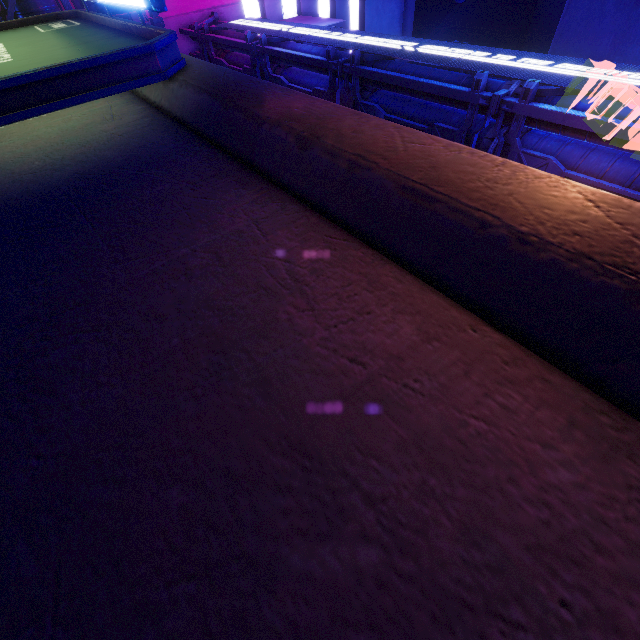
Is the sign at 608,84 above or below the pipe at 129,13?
above

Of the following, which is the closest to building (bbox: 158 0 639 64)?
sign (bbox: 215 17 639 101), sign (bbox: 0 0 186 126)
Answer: sign (bbox: 215 17 639 101)

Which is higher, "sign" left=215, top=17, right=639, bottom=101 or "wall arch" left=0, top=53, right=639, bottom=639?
"sign" left=215, top=17, right=639, bottom=101

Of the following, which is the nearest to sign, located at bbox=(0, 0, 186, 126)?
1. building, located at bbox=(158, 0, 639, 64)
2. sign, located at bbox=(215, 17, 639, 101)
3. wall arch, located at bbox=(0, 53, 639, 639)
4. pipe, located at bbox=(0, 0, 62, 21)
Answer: wall arch, located at bbox=(0, 53, 639, 639)

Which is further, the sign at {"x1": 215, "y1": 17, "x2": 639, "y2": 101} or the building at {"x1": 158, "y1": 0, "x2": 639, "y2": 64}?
the building at {"x1": 158, "y1": 0, "x2": 639, "y2": 64}

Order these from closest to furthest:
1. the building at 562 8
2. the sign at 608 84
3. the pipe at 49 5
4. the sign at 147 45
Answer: the sign at 147 45
the sign at 608 84
the pipe at 49 5
the building at 562 8

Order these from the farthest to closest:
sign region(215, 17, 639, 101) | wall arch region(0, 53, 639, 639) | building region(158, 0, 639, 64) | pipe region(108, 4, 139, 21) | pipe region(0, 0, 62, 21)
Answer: building region(158, 0, 639, 64) < pipe region(108, 4, 139, 21) < pipe region(0, 0, 62, 21) < sign region(215, 17, 639, 101) < wall arch region(0, 53, 639, 639)

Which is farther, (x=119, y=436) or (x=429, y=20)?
(x=429, y=20)
